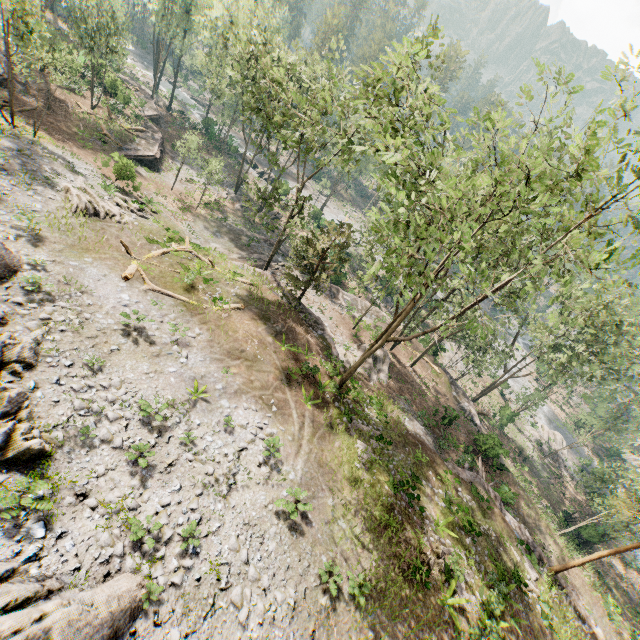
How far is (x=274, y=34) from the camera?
41.0m

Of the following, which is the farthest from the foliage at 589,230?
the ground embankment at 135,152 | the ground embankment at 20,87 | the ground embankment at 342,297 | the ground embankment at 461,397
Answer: the ground embankment at 135,152

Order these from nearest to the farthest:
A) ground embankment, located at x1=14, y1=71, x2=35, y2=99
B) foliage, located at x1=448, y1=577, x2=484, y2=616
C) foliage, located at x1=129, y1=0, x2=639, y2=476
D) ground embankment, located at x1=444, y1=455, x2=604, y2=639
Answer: foliage, located at x1=129, y1=0, x2=639, y2=476 → foliage, located at x1=448, y1=577, x2=484, y2=616 → ground embankment, located at x1=444, y1=455, x2=604, y2=639 → ground embankment, located at x1=14, y1=71, x2=35, y2=99

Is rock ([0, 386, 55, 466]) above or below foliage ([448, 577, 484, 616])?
above

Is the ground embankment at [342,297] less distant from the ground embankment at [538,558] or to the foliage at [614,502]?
the foliage at [614,502]

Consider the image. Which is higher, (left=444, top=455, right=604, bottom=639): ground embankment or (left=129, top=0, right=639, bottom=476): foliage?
(left=129, top=0, right=639, bottom=476): foliage

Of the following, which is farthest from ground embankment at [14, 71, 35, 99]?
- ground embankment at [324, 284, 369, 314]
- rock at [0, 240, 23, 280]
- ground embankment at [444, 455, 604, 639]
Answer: ground embankment at [444, 455, 604, 639]

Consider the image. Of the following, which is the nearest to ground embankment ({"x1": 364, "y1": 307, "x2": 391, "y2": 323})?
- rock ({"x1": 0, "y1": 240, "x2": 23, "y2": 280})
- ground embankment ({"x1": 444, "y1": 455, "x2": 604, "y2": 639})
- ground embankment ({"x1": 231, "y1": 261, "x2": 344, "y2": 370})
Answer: ground embankment ({"x1": 231, "y1": 261, "x2": 344, "y2": 370})
